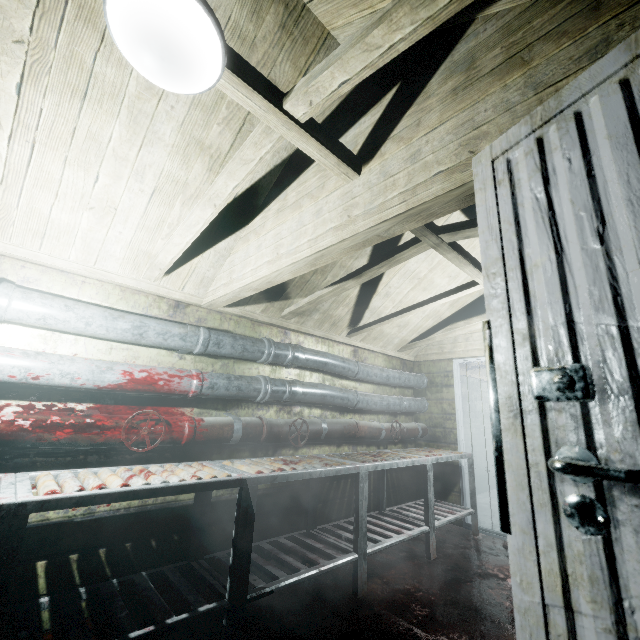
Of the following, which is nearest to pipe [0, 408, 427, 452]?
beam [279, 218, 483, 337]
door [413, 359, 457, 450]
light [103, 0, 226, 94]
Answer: door [413, 359, 457, 450]

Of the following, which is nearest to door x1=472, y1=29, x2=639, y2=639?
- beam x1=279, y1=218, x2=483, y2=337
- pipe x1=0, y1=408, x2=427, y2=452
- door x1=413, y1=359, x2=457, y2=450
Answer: beam x1=279, y1=218, x2=483, y2=337

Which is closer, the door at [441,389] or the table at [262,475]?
the table at [262,475]

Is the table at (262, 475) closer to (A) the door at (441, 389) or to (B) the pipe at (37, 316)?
(A) the door at (441, 389)

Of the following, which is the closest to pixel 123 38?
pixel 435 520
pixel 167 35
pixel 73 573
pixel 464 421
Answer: pixel 167 35

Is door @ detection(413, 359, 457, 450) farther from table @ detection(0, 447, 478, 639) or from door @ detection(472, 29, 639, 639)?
door @ detection(472, 29, 639, 639)

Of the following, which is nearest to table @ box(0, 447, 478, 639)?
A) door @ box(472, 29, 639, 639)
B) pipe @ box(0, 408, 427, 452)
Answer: pipe @ box(0, 408, 427, 452)

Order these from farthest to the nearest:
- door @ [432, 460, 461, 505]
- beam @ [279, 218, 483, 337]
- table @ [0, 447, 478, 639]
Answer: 1. door @ [432, 460, 461, 505]
2. beam @ [279, 218, 483, 337]
3. table @ [0, 447, 478, 639]
